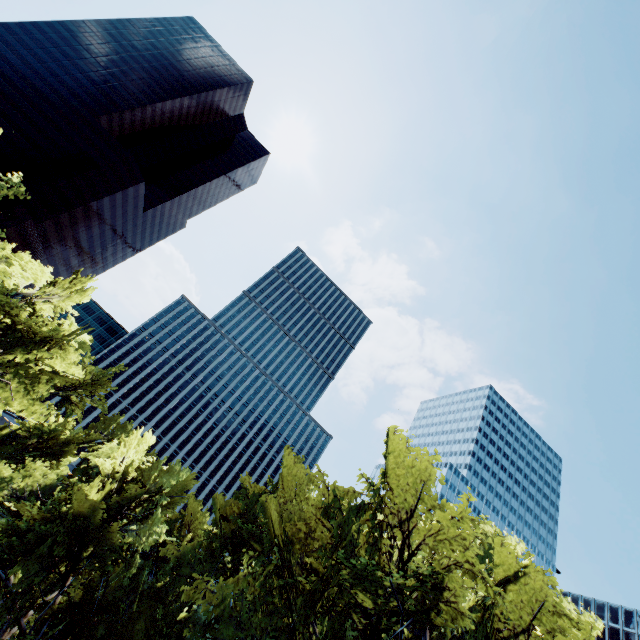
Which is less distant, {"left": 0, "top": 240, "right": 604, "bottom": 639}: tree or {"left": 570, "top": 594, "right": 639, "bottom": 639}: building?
{"left": 0, "top": 240, "right": 604, "bottom": 639}: tree

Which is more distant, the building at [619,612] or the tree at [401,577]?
the building at [619,612]

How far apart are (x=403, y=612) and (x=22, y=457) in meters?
35.2

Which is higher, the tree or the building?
the building

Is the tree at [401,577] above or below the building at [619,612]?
below
